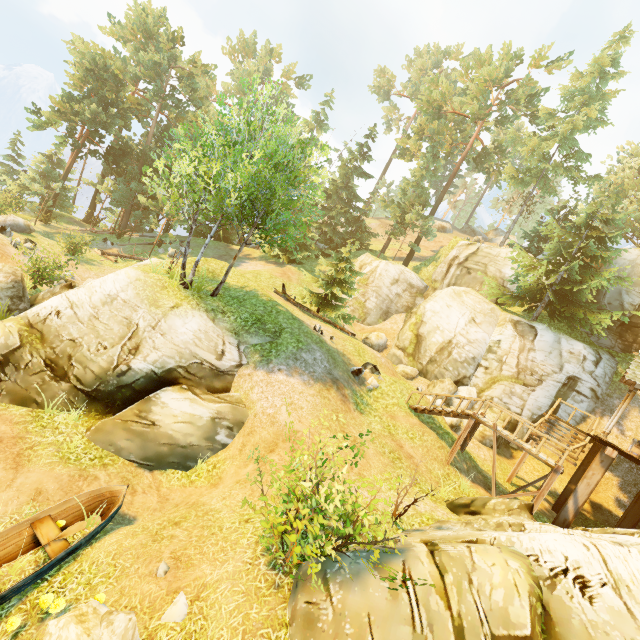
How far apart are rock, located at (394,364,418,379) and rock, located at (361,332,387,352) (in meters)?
2.70

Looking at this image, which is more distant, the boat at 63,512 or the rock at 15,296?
the rock at 15,296

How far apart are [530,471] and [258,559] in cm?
1863

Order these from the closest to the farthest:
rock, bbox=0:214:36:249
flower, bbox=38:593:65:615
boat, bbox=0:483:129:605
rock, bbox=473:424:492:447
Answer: flower, bbox=38:593:65:615, boat, bbox=0:483:129:605, rock, bbox=473:424:492:447, rock, bbox=0:214:36:249

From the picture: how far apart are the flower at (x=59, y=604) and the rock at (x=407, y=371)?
18.6m

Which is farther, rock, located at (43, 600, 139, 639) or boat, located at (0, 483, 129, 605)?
boat, located at (0, 483, 129, 605)

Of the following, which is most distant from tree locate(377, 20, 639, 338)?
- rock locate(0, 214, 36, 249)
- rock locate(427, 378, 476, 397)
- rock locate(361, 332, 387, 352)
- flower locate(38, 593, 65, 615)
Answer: flower locate(38, 593, 65, 615)

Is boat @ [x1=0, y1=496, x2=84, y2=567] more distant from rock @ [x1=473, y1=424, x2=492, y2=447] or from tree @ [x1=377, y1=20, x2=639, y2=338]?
rock @ [x1=473, y1=424, x2=492, y2=447]
